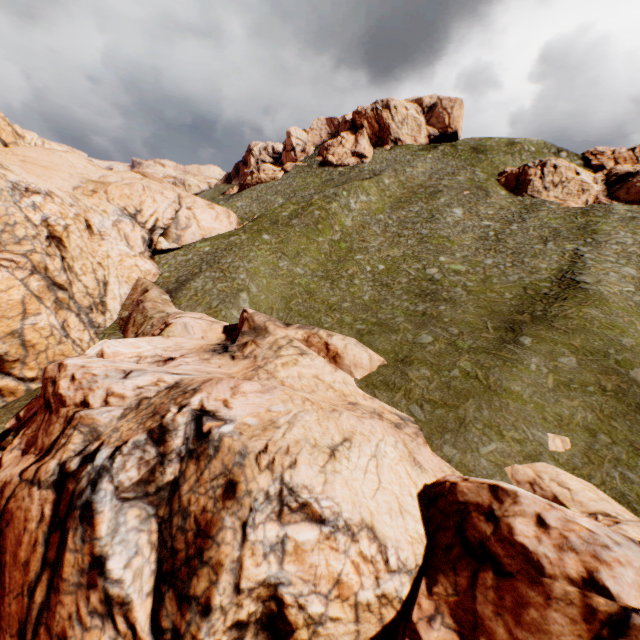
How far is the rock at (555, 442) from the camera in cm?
1518

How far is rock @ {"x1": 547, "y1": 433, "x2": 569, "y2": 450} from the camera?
Result: 15.18m

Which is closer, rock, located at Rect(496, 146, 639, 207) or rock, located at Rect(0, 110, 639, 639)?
rock, located at Rect(0, 110, 639, 639)

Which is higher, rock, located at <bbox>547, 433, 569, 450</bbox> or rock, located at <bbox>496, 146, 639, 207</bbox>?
rock, located at <bbox>496, 146, 639, 207</bbox>

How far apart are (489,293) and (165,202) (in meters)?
37.29

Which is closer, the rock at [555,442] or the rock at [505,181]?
the rock at [555,442]
